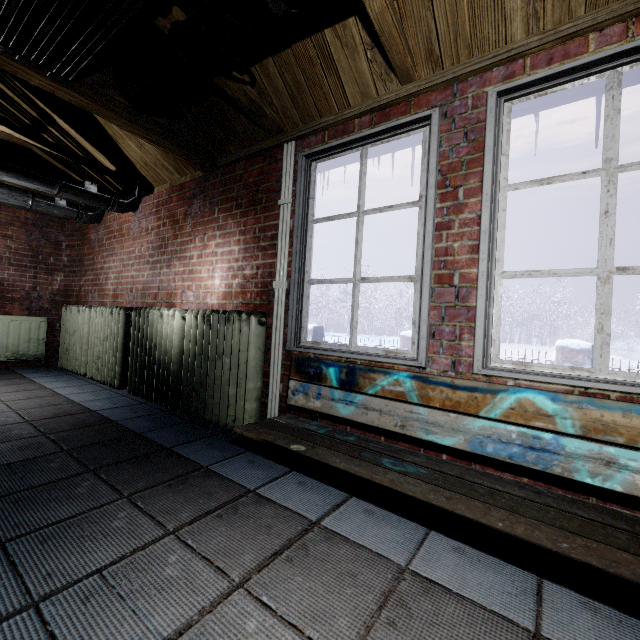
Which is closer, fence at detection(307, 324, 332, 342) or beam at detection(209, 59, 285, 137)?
beam at detection(209, 59, 285, 137)

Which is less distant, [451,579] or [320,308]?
[451,579]

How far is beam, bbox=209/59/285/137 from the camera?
1.8 meters

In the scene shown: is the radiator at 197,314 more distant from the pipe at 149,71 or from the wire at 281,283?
the pipe at 149,71

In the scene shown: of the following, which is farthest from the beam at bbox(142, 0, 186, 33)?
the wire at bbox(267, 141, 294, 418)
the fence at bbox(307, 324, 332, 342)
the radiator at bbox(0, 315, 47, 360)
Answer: the fence at bbox(307, 324, 332, 342)

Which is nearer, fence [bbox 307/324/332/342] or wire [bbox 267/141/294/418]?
wire [bbox 267/141/294/418]

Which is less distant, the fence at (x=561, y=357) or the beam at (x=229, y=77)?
the beam at (x=229, y=77)

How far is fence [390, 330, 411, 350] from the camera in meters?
5.9
